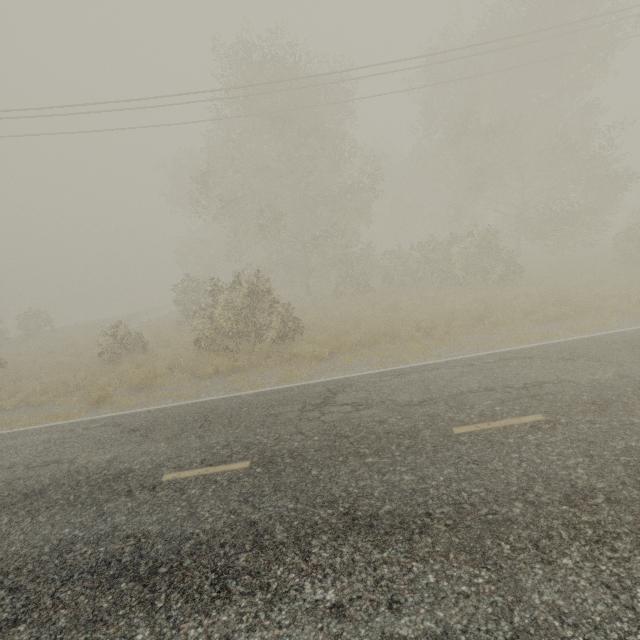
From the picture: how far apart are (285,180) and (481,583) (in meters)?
23.05
